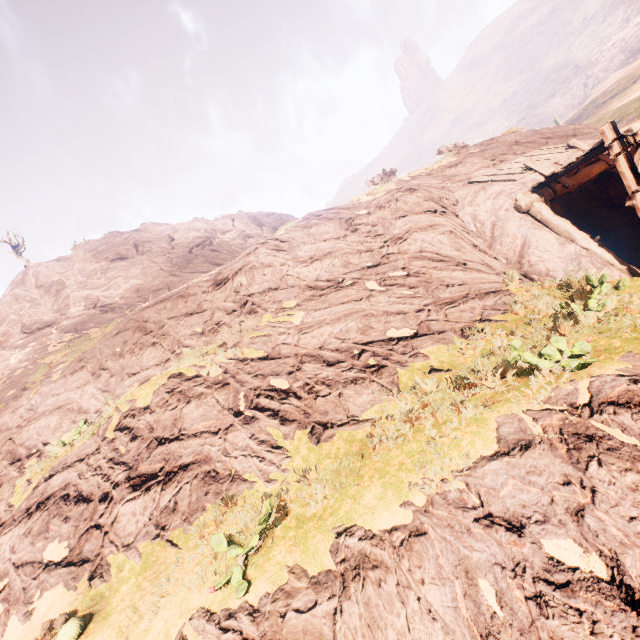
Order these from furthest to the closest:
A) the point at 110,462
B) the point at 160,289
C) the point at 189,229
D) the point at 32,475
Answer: the point at 189,229 → the point at 160,289 → the point at 32,475 → the point at 110,462
